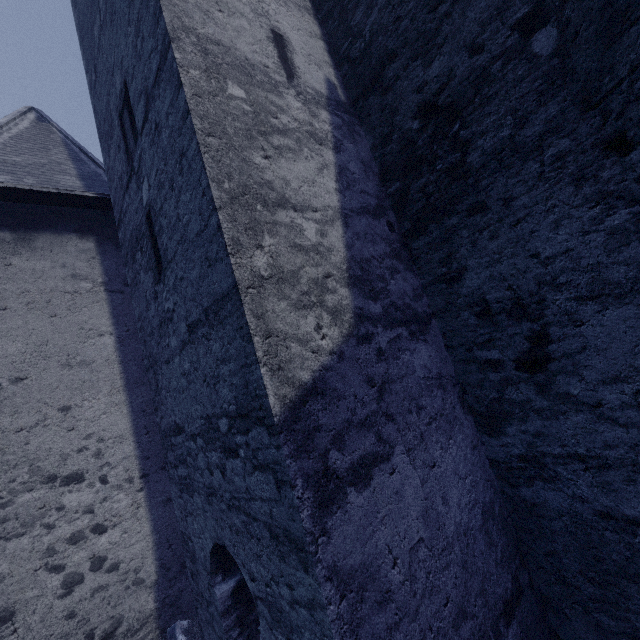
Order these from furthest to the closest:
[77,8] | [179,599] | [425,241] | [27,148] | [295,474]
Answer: [27,148]
[77,8]
[179,599]
[425,241]
[295,474]

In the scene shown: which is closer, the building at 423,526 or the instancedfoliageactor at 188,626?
the building at 423,526

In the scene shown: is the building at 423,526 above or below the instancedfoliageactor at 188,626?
above

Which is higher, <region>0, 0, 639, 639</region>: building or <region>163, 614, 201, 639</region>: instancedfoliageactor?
<region>0, 0, 639, 639</region>: building

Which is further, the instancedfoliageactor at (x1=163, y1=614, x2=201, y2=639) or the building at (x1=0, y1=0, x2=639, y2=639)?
the instancedfoliageactor at (x1=163, y1=614, x2=201, y2=639)
